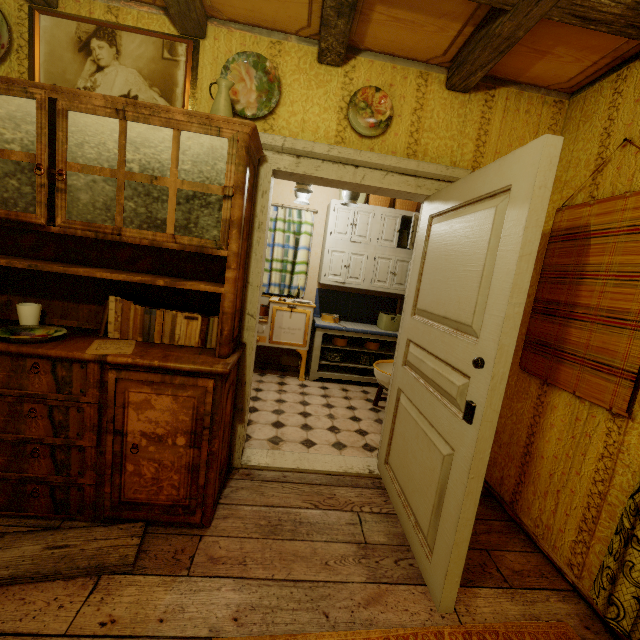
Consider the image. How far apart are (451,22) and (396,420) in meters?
2.4

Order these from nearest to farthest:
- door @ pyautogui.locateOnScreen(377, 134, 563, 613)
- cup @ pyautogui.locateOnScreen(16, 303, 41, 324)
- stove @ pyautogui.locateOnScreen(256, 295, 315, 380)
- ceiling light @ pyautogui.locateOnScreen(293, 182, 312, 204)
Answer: door @ pyautogui.locateOnScreen(377, 134, 563, 613)
cup @ pyautogui.locateOnScreen(16, 303, 41, 324)
ceiling light @ pyautogui.locateOnScreen(293, 182, 312, 204)
stove @ pyautogui.locateOnScreen(256, 295, 315, 380)

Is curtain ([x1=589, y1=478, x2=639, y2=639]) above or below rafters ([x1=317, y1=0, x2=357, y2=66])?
below

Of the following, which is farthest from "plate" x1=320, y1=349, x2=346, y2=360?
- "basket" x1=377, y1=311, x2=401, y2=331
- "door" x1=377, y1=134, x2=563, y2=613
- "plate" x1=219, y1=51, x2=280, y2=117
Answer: "plate" x1=219, y1=51, x2=280, y2=117

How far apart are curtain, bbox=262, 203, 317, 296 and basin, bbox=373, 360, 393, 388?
1.66m

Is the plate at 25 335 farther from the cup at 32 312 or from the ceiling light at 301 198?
the ceiling light at 301 198

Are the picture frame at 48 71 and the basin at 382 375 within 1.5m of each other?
no

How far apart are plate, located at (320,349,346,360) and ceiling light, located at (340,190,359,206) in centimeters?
201cm
